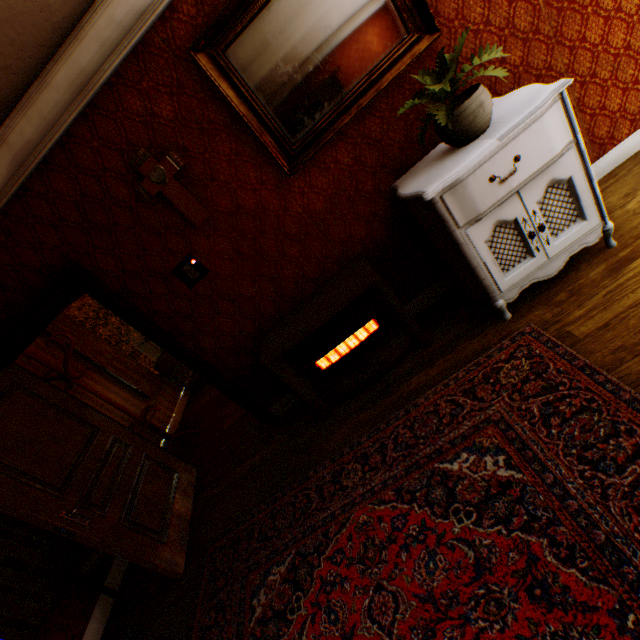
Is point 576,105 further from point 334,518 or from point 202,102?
point 334,518

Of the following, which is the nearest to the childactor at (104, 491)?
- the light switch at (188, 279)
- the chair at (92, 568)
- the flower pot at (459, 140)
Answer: the chair at (92, 568)

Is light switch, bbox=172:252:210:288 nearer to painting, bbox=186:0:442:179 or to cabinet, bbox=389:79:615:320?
painting, bbox=186:0:442:179

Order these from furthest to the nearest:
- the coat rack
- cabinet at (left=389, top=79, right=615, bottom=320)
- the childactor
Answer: the coat rack → the childactor → cabinet at (left=389, top=79, right=615, bottom=320)

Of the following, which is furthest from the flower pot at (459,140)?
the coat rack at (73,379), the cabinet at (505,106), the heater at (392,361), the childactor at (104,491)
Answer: the coat rack at (73,379)

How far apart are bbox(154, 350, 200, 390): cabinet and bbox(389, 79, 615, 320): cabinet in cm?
465

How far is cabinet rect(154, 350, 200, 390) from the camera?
5.7m

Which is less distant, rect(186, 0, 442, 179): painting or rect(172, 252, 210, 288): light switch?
rect(186, 0, 442, 179): painting
